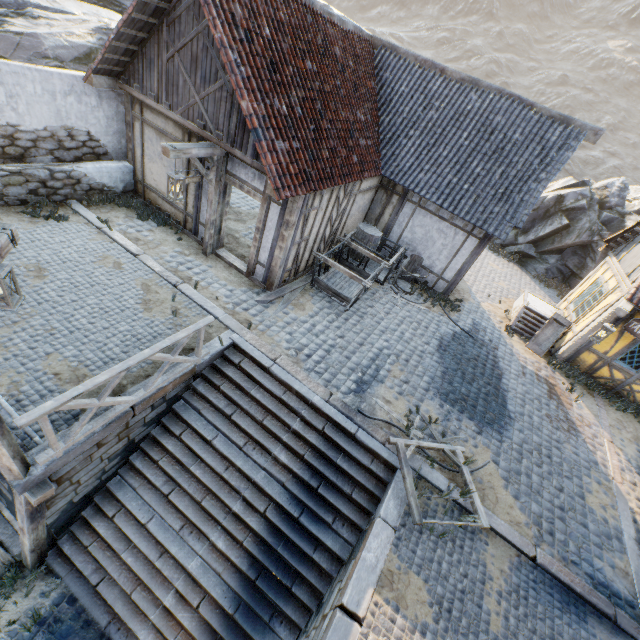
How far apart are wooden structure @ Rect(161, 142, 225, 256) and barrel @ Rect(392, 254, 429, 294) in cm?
610

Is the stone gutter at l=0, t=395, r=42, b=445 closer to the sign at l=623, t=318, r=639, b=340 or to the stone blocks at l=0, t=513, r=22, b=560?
the stone blocks at l=0, t=513, r=22, b=560

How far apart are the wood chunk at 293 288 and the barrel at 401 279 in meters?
2.6

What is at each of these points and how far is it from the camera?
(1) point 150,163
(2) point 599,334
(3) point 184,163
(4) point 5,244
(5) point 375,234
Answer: (1) building, 9.1m
(2) street light, 8.9m
(3) building, 8.4m
(4) wooden structure, 3.3m
(5) barrel, 11.1m

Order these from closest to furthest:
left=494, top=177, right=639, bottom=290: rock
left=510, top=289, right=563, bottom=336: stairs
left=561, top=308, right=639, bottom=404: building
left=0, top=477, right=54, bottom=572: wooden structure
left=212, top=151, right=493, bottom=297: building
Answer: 1. left=0, top=477, right=54, bottom=572: wooden structure
2. left=212, top=151, right=493, bottom=297: building
3. left=561, top=308, right=639, bottom=404: building
4. left=510, top=289, right=563, bottom=336: stairs
5. left=494, top=177, right=639, bottom=290: rock

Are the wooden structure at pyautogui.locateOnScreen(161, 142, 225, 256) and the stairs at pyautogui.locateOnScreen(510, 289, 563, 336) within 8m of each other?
no

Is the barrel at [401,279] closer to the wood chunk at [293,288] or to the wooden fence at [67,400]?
the wood chunk at [293,288]

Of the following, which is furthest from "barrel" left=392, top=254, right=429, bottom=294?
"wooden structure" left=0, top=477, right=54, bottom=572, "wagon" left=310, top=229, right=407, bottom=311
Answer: "wooden structure" left=0, top=477, right=54, bottom=572
